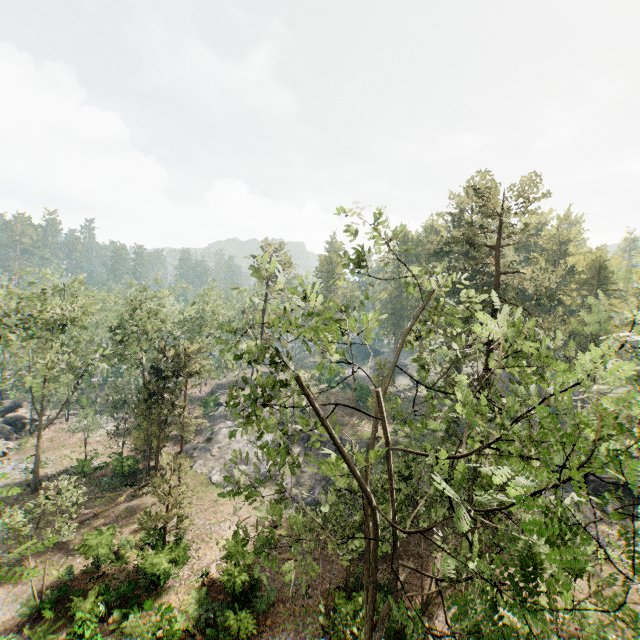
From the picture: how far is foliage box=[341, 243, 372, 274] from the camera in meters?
12.3 m

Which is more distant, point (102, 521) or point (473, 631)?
point (102, 521)

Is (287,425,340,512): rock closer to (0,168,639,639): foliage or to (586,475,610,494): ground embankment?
(0,168,639,639): foliage

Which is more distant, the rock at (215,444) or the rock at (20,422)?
the rock at (20,422)

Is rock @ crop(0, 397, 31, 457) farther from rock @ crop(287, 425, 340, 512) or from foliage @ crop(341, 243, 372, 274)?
rock @ crop(287, 425, 340, 512)

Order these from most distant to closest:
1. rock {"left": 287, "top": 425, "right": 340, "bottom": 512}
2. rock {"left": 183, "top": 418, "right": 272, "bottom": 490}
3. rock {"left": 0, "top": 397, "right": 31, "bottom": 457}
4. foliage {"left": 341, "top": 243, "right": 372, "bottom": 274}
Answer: rock {"left": 0, "top": 397, "right": 31, "bottom": 457} < rock {"left": 183, "top": 418, "right": 272, "bottom": 490} < rock {"left": 287, "top": 425, "right": 340, "bottom": 512} < foliage {"left": 341, "top": 243, "right": 372, "bottom": 274}

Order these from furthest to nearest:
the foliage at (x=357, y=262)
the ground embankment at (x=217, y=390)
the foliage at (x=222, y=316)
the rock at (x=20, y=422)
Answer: the ground embankment at (x=217, y=390) < the rock at (x=20, y=422) < the foliage at (x=357, y=262) < the foliage at (x=222, y=316)

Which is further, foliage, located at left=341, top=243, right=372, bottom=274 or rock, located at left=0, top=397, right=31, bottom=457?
rock, located at left=0, top=397, right=31, bottom=457
